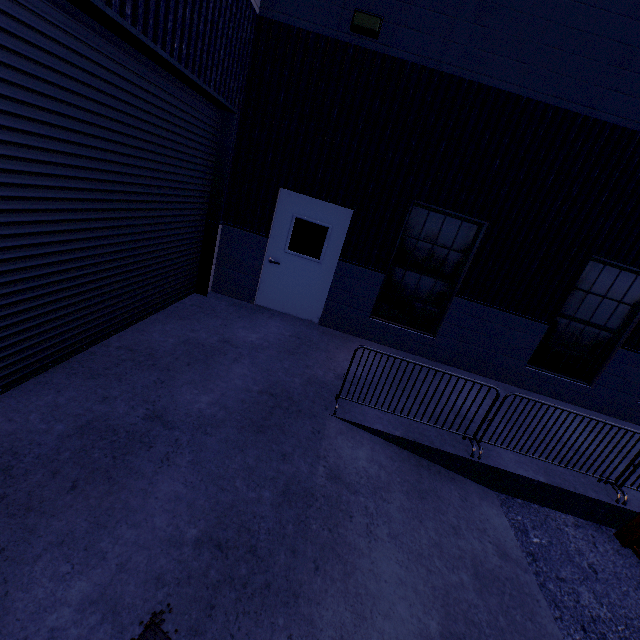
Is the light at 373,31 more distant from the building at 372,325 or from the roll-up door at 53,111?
the roll-up door at 53,111

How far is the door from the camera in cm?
638

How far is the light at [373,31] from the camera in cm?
508

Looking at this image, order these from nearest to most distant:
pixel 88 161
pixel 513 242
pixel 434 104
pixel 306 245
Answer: pixel 88 161, pixel 434 104, pixel 513 242, pixel 306 245

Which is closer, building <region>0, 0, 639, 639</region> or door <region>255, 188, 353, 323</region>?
building <region>0, 0, 639, 639</region>

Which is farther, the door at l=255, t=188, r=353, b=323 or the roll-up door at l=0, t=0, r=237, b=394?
the door at l=255, t=188, r=353, b=323

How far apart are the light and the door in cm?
256

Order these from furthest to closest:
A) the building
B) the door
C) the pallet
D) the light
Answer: the door
the light
the pallet
the building
